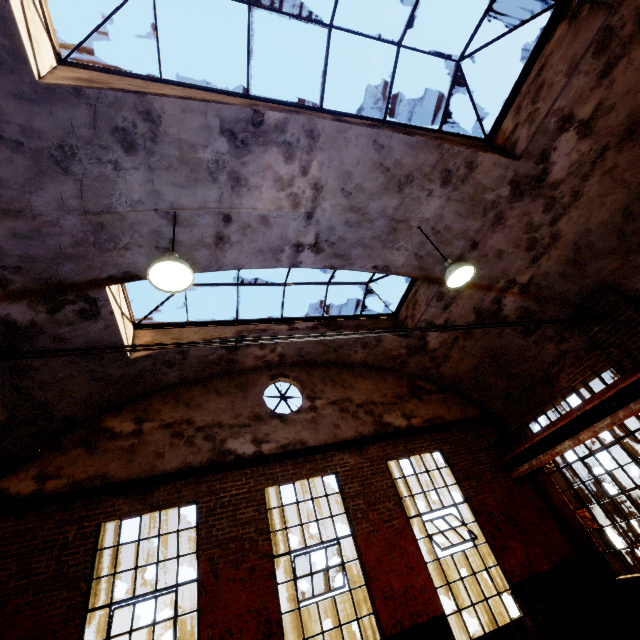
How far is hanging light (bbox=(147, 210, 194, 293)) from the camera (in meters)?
4.01

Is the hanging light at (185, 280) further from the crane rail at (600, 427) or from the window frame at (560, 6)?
the crane rail at (600, 427)

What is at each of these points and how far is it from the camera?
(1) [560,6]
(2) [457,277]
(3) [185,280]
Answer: (1) window frame, 5.0 meters
(2) hanging light, 5.7 meters
(3) hanging light, 4.3 meters

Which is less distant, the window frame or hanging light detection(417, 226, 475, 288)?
the window frame

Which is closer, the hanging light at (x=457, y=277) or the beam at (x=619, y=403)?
the hanging light at (x=457, y=277)

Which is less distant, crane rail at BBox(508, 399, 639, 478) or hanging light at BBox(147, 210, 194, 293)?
hanging light at BBox(147, 210, 194, 293)

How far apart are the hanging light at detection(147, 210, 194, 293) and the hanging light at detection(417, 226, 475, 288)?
4.2 meters

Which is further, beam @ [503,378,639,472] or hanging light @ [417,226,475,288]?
beam @ [503,378,639,472]
